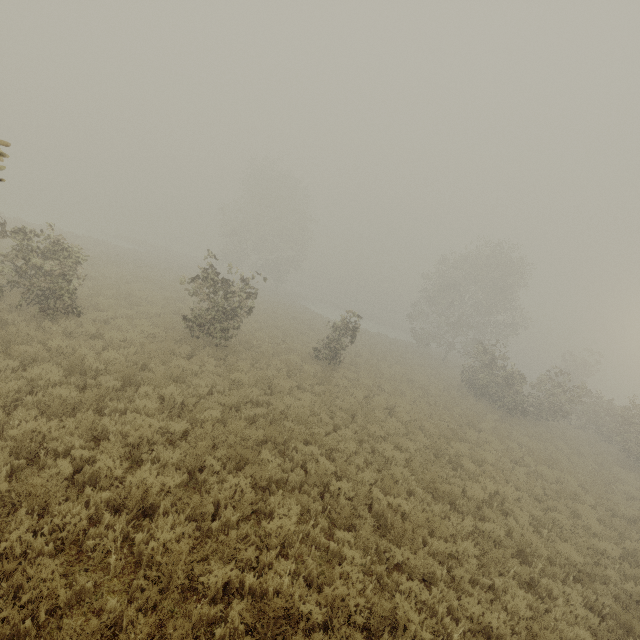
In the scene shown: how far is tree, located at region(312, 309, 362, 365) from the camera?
17.06m

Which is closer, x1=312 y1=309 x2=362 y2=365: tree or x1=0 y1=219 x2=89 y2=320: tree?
x1=0 y1=219 x2=89 y2=320: tree

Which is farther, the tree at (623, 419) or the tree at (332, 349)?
the tree at (623, 419)

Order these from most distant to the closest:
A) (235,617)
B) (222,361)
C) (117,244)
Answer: (117,244) → (222,361) → (235,617)

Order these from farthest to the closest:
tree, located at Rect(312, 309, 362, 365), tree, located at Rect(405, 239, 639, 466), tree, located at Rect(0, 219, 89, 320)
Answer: tree, located at Rect(405, 239, 639, 466) < tree, located at Rect(312, 309, 362, 365) < tree, located at Rect(0, 219, 89, 320)
